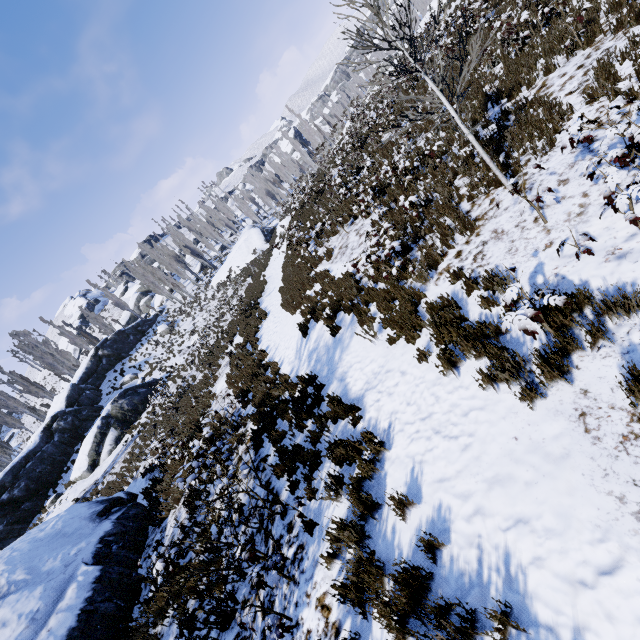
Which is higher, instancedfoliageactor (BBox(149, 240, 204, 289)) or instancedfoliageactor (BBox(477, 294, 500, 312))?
instancedfoliageactor (BBox(149, 240, 204, 289))

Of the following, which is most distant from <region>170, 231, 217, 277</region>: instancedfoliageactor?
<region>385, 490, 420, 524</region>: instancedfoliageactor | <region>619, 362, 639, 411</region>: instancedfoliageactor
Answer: <region>619, 362, 639, 411</region>: instancedfoliageactor

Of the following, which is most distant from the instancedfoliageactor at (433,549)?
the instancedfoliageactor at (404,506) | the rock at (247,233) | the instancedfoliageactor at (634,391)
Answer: the instancedfoliageactor at (634,391)

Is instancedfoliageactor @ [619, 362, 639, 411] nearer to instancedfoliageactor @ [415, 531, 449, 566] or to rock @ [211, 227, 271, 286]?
instancedfoliageactor @ [415, 531, 449, 566]

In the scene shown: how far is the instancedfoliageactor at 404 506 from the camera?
3.9m

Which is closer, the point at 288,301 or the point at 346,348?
the point at 346,348

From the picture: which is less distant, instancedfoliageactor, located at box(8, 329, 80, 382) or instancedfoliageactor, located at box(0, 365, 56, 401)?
instancedfoliageactor, located at box(0, 365, 56, 401)

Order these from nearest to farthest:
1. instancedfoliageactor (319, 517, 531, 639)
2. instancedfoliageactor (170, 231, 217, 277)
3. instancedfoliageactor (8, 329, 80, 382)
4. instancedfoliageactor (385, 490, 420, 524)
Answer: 1. instancedfoliageactor (319, 517, 531, 639)
2. instancedfoliageactor (385, 490, 420, 524)
3. instancedfoliageactor (8, 329, 80, 382)
4. instancedfoliageactor (170, 231, 217, 277)
